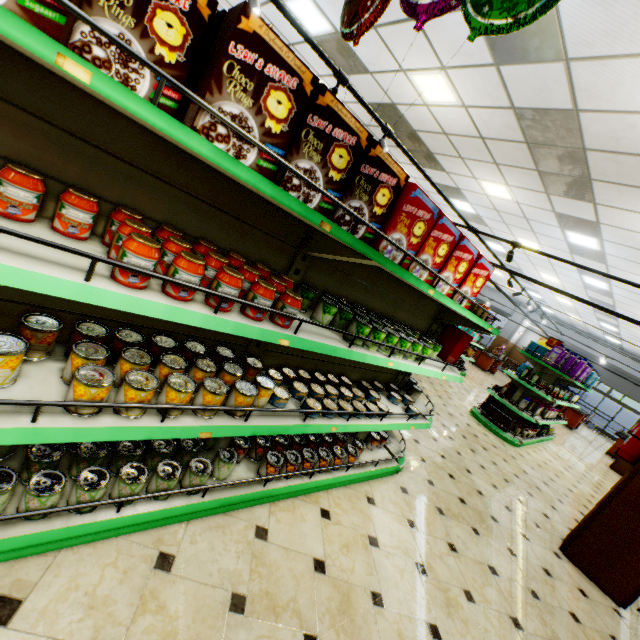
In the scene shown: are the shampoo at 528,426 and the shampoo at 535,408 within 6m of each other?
yes

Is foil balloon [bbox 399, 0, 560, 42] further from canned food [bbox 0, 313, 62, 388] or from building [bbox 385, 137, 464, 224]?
canned food [bbox 0, 313, 62, 388]

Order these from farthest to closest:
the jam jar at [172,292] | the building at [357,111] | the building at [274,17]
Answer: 1. the building at [357,111]
2. the building at [274,17]
3. the jam jar at [172,292]

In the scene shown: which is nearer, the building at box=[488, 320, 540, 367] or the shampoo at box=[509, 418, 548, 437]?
the shampoo at box=[509, 418, 548, 437]

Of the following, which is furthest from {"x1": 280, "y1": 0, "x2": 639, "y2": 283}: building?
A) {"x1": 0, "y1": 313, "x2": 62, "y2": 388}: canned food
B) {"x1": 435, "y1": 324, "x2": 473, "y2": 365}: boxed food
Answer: {"x1": 435, "y1": 324, "x2": 473, "y2": 365}: boxed food

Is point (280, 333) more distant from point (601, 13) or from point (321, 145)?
point (601, 13)

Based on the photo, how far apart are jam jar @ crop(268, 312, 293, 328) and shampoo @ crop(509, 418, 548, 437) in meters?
8.4

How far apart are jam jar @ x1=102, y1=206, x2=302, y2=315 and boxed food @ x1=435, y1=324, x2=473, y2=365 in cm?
309
